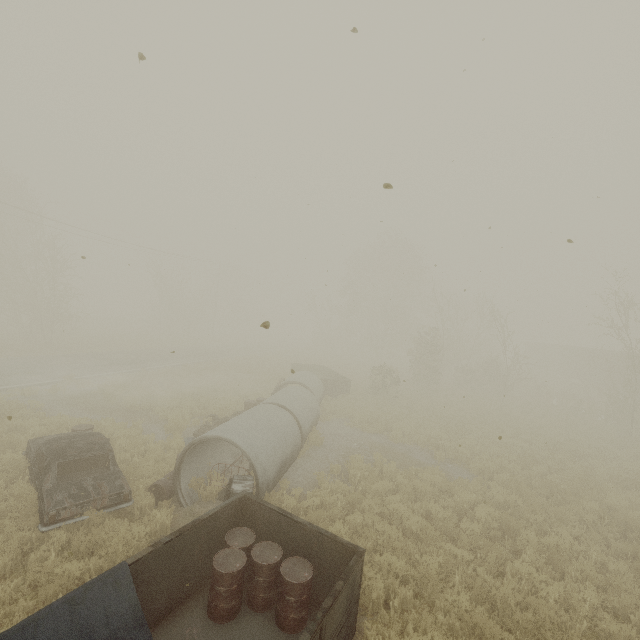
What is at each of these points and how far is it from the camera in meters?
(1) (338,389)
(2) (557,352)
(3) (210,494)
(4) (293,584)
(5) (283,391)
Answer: (1) truck bed, 21.7
(2) boxcar, 49.3
(3) tree, 9.0
(4) oil drum, 5.3
(5) concrete pipe, 14.4

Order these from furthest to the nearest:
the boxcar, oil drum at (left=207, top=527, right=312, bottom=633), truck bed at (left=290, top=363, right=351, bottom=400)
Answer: the boxcar < truck bed at (left=290, top=363, right=351, bottom=400) < oil drum at (left=207, top=527, right=312, bottom=633)

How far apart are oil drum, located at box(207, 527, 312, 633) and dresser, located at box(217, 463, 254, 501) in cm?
70

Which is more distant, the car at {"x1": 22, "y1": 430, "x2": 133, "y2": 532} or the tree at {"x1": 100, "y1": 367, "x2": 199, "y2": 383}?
the tree at {"x1": 100, "y1": 367, "x2": 199, "y2": 383}

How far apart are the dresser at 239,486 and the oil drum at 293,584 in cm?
70

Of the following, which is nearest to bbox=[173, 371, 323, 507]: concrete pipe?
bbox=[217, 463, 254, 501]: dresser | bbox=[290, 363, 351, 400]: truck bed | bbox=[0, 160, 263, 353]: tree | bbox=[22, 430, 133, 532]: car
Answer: bbox=[217, 463, 254, 501]: dresser

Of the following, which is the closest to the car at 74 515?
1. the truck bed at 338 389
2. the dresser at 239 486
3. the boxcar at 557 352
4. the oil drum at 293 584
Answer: the dresser at 239 486

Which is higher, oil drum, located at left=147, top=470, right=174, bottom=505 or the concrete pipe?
the concrete pipe
